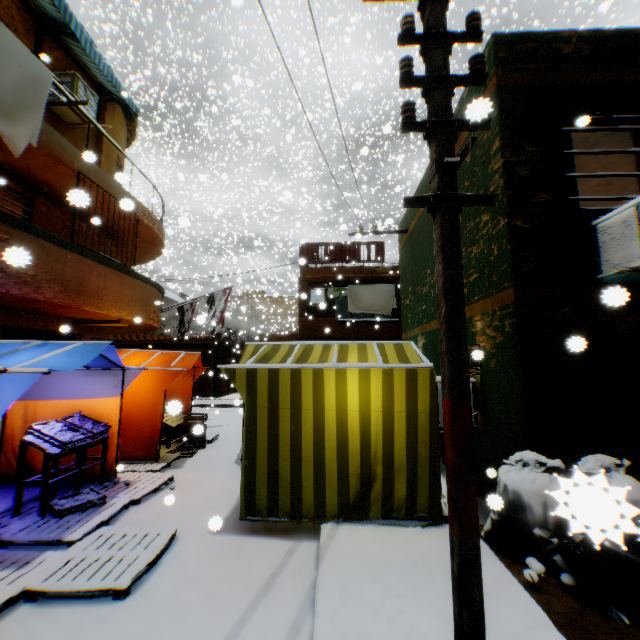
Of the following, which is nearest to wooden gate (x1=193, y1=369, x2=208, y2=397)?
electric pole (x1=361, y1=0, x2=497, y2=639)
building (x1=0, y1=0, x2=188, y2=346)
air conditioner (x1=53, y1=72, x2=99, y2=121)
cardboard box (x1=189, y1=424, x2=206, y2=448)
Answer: building (x1=0, y1=0, x2=188, y2=346)

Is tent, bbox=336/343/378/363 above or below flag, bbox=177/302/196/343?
below

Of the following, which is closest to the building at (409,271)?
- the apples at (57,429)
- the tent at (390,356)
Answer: the tent at (390,356)

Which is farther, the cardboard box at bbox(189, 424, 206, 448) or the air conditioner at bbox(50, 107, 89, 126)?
the air conditioner at bbox(50, 107, 89, 126)

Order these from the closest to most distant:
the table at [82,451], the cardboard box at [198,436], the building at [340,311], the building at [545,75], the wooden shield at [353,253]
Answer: the building at [545,75] → the table at [82,451] → the cardboard box at [198,436] → the wooden shield at [353,253] → the building at [340,311]

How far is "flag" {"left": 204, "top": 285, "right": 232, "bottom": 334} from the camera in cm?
1230

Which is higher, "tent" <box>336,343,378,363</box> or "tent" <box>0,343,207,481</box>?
"tent" <box>336,343,378,363</box>

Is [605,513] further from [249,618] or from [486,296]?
[486,296]
